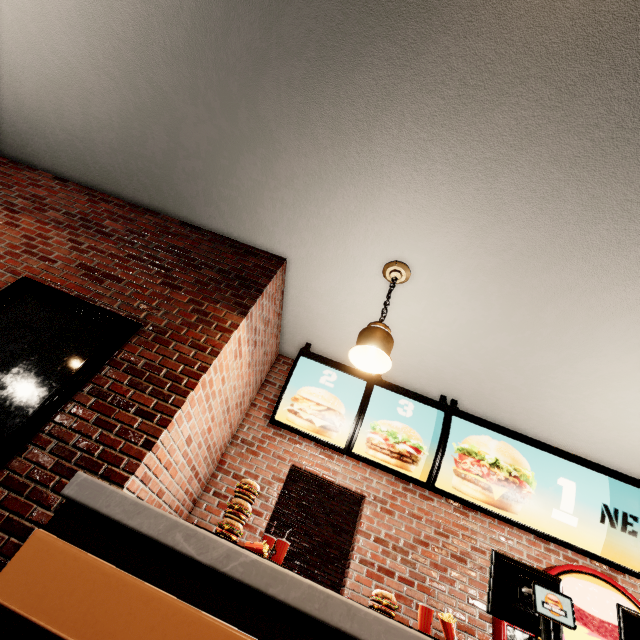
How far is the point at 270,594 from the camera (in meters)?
1.26
